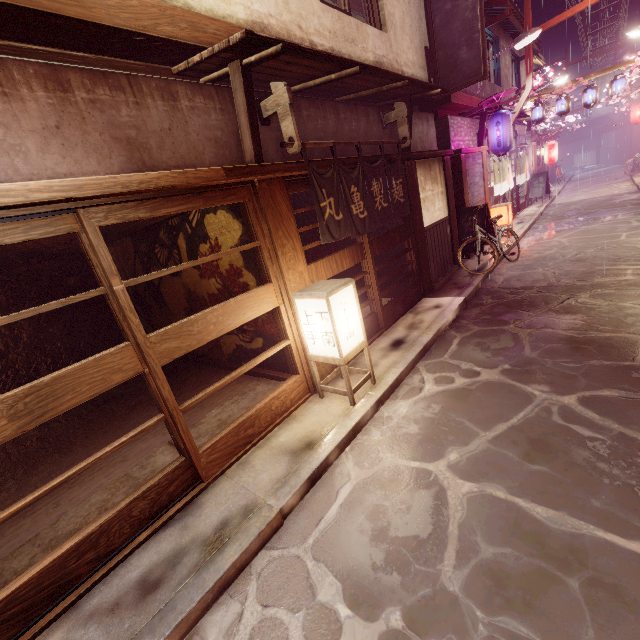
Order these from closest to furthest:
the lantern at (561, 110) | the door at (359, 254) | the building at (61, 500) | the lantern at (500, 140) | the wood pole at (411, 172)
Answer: the building at (61, 500) → the door at (359, 254) → the wood pole at (411, 172) → the lantern at (500, 140) → the lantern at (561, 110)

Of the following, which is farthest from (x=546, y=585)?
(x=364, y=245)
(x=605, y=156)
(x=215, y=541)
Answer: (x=605, y=156)

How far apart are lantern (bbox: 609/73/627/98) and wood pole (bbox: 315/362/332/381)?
26.7m

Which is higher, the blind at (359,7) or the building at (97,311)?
the blind at (359,7)

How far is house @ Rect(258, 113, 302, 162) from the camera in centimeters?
727cm

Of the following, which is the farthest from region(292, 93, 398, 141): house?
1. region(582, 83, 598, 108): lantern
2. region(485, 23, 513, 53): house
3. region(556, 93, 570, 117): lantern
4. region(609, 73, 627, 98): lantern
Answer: region(609, 73, 627, 98): lantern

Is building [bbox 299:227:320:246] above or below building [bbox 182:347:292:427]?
above

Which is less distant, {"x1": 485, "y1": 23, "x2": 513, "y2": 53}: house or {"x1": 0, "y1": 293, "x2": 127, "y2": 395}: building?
{"x1": 0, "y1": 293, "x2": 127, "y2": 395}: building
